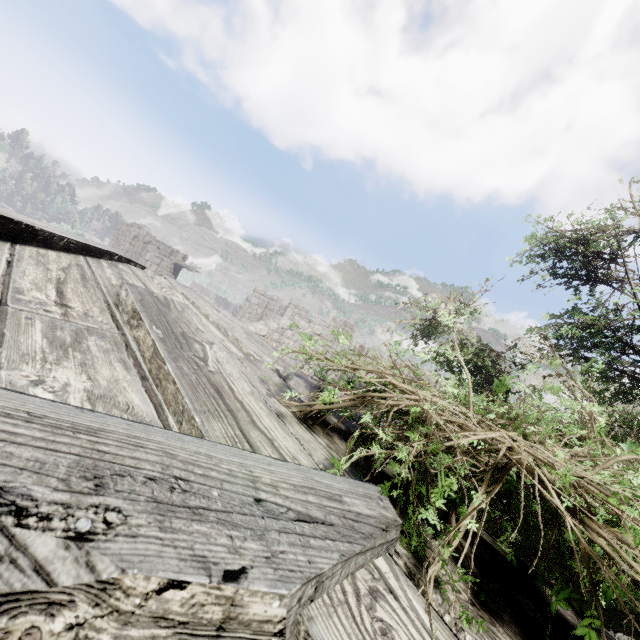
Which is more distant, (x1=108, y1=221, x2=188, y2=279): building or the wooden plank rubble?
(x1=108, y1=221, x2=188, y2=279): building

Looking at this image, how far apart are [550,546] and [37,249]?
4.27m

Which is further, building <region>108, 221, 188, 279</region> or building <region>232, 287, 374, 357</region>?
building <region>108, 221, 188, 279</region>

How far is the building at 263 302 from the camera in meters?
16.7 m

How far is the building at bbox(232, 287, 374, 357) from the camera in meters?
16.7

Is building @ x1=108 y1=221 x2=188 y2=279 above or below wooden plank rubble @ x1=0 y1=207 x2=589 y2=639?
above

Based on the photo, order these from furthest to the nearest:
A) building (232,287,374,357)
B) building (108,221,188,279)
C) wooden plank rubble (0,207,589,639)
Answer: building (108,221,188,279) → building (232,287,374,357) → wooden plank rubble (0,207,589,639)
